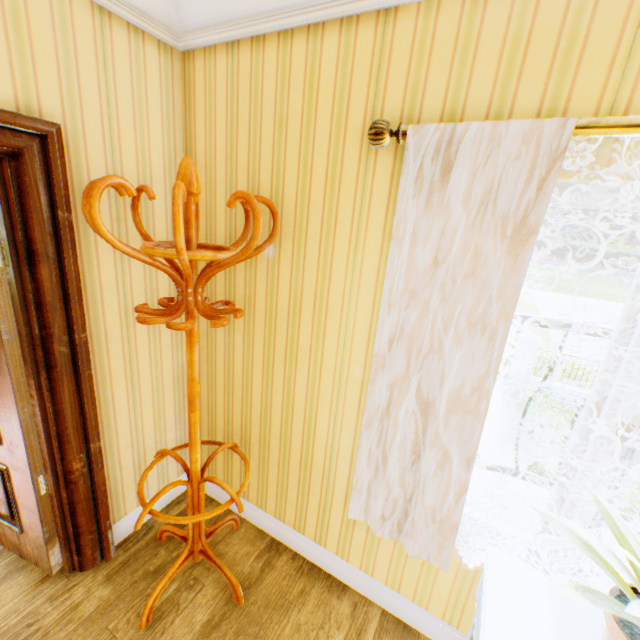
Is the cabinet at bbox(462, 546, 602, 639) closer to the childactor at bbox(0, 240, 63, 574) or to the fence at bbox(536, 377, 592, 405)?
the childactor at bbox(0, 240, 63, 574)

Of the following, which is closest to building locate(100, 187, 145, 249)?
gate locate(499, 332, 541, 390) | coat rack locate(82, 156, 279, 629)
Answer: coat rack locate(82, 156, 279, 629)

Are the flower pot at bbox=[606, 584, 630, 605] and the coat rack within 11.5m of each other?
yes

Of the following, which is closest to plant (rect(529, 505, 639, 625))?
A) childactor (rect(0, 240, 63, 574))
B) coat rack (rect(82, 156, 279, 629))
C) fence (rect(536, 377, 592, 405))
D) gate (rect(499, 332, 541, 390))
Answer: coat rack (rect(82, 156, 279, 629))

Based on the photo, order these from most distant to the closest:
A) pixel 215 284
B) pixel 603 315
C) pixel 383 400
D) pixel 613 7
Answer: pixel 603 315 → pixel 215 284 → pixel 383 400 → pixel 613 7

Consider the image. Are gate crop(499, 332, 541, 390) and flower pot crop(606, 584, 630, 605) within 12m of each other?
no

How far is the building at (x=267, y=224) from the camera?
1.7m
